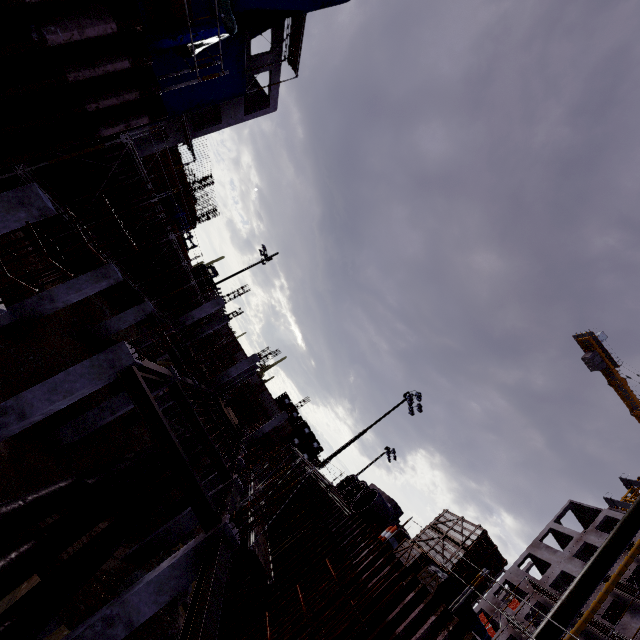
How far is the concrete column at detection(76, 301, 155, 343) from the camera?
16.9m

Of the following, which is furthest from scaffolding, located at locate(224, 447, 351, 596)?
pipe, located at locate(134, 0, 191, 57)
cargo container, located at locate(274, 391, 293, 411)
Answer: cargo container, located at locate(274, 391, 293, 411)

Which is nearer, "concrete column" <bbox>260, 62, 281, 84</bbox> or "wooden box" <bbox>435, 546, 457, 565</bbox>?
"wooden box" <bbox>435, 546, 457, 565</bbox>

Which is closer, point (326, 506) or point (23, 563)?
point (23, 563)

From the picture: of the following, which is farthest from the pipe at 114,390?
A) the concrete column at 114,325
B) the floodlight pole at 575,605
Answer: the floodlight pole at 575,605

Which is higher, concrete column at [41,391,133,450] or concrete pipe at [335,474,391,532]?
concrete pipe at [335,474,391,532]

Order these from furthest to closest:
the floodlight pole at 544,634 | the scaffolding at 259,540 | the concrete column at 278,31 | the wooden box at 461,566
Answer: the concrete column at 278,31
the scaffolding at 259,540
the wooden box at 461,566
the floodlight pole at 544,634

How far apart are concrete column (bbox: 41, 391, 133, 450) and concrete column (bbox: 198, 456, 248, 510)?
6.2m
